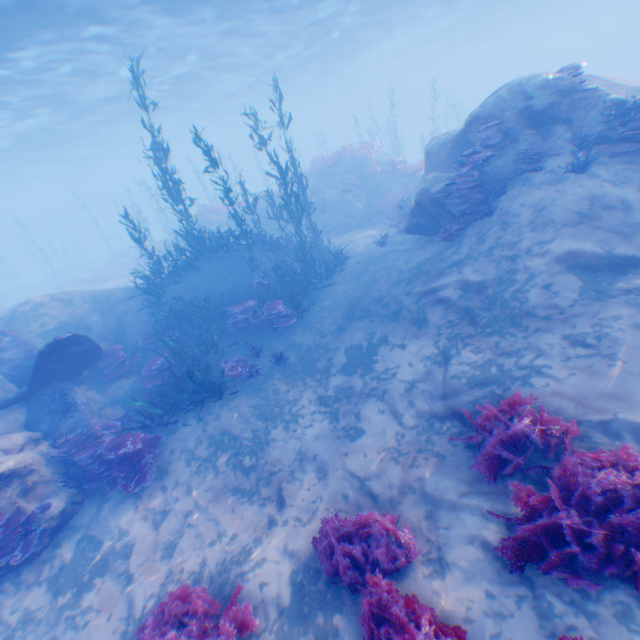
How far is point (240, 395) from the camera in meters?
9.4 m

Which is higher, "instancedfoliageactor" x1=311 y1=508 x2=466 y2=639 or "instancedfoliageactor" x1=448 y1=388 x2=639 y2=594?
"instancedfoliageactor" x1=448 y1=388 x2=639 y2=594

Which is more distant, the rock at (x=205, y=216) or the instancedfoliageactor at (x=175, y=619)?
the rock at (x=205, y=216)

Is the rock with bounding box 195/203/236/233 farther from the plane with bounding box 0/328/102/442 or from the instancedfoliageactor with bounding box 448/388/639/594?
the instancedfoliageactor with bounding box 448/388/639/594

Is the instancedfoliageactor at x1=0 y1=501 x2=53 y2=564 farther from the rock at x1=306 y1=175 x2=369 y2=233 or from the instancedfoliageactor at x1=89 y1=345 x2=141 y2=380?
the rock at x1=306 y1=175 x2=369 y2=233

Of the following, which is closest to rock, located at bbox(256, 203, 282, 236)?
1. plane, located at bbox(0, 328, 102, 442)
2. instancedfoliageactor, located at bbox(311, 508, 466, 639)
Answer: plane, located at bbox(0, 328, 102, 442)

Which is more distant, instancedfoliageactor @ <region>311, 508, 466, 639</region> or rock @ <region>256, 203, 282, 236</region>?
rock @ <region>256, 203, 282, 236</region>

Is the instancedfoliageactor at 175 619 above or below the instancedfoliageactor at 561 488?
below
